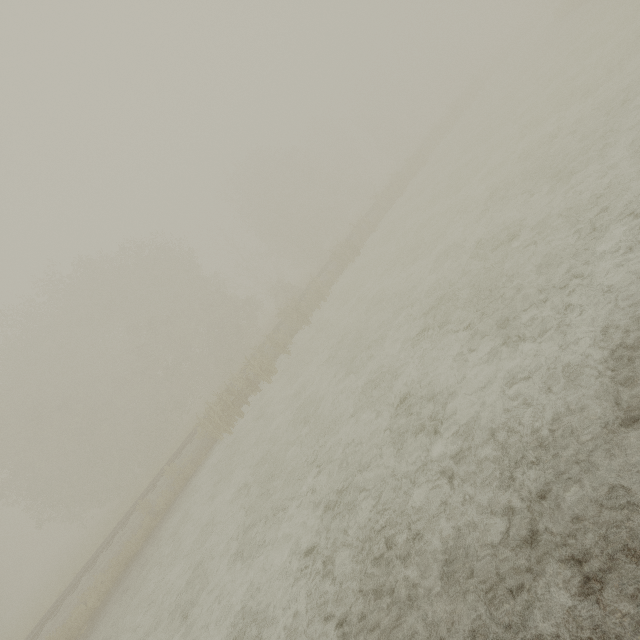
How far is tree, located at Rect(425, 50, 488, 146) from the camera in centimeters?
3322cm

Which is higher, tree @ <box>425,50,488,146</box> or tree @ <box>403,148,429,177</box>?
tree @ <box>425,50,488,146</box>

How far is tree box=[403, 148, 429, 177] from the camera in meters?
29.3 m

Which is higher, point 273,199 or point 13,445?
point 13,445

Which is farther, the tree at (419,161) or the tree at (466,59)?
the tree at (466,59)

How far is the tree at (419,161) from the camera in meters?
29.3

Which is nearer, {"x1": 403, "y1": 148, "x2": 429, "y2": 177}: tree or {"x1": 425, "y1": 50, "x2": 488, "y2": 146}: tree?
{"x1": 403, "y1": 148, "x2": 429, "y2": 177}: tree
